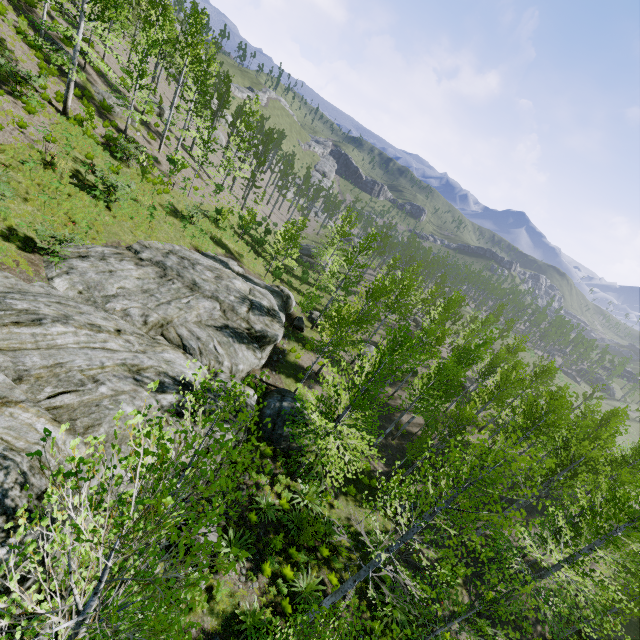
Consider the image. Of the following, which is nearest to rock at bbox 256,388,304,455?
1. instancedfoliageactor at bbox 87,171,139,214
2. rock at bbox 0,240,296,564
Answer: rock at bbox 0,240,296,564

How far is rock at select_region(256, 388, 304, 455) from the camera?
16.09m

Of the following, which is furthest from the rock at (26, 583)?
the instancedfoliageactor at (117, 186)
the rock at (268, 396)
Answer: the rock at (268, 396)

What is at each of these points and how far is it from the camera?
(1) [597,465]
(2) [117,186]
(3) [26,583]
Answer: (1) instancedfoliageactor, 25.2 meters
(2) instancedfoliageactor, 18.6 meters
(3) rock, 6.4 meters

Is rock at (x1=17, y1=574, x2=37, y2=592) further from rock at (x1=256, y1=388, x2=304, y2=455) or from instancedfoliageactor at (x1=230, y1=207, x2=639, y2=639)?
rock at (x1=256, y1=388, x2=304, y2=455)

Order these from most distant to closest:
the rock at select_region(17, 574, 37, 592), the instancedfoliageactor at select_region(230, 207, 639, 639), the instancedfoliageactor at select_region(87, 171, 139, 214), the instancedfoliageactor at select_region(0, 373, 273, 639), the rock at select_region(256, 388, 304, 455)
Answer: the instancedfoliageactor at select_region(87, 171, 139, 214), the rock at select_region(256, 388, 304, 455), the instancedfoliageactor at select_region(230, 207, 639, 639), the rock at select_region(17, 574, 37, 592), the instancedfoliageactor at select_region(0, 373, 273, 639)

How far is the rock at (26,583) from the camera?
6.1m
